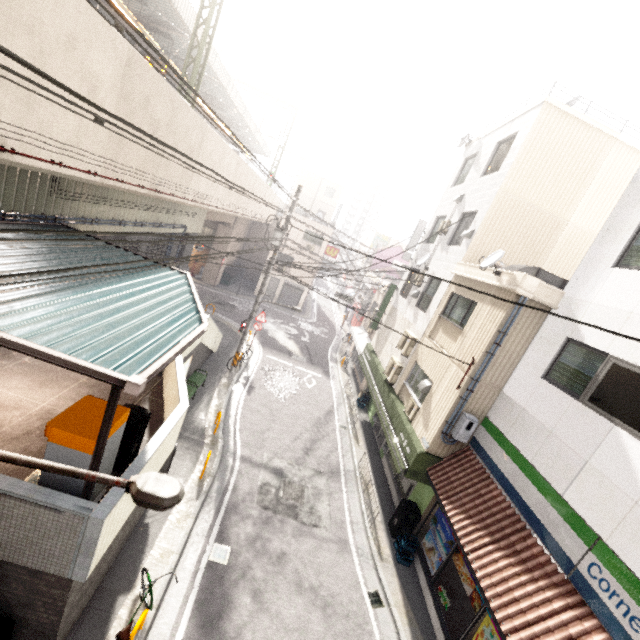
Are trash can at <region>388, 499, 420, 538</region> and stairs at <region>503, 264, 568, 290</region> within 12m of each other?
yes

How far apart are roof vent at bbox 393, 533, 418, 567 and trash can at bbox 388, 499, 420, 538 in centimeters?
17cm

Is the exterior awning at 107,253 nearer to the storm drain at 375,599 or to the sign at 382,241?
the storm drain at 375,599

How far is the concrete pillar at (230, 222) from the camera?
22.4m

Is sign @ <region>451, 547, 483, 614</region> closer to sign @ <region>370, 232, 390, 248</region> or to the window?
the window

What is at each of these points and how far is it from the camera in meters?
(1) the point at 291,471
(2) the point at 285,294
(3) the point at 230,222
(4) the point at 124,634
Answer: (1) manhole, 11.7 m
(2) rolling shutter, 32.7 m
(3) concrete pillar, 27.4 m
(4) bicycle, 5.2 m

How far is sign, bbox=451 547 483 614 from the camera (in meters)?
7.52

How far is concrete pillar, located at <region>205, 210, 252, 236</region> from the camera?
22.40m
